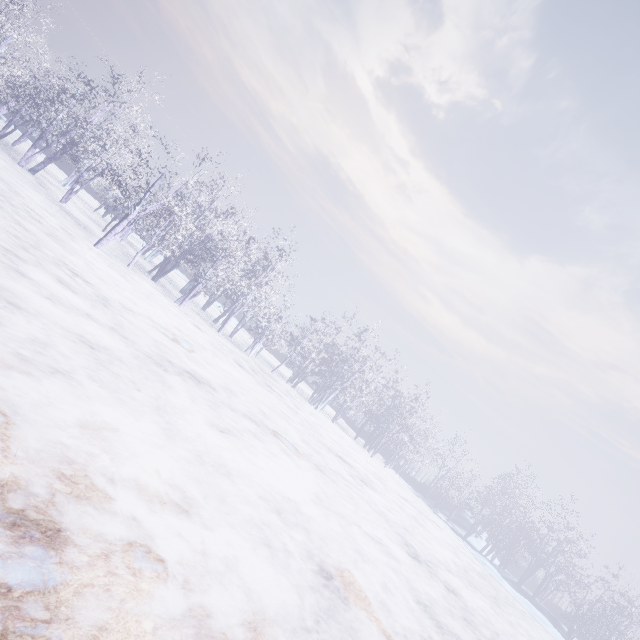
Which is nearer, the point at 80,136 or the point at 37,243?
the point at 37,243
